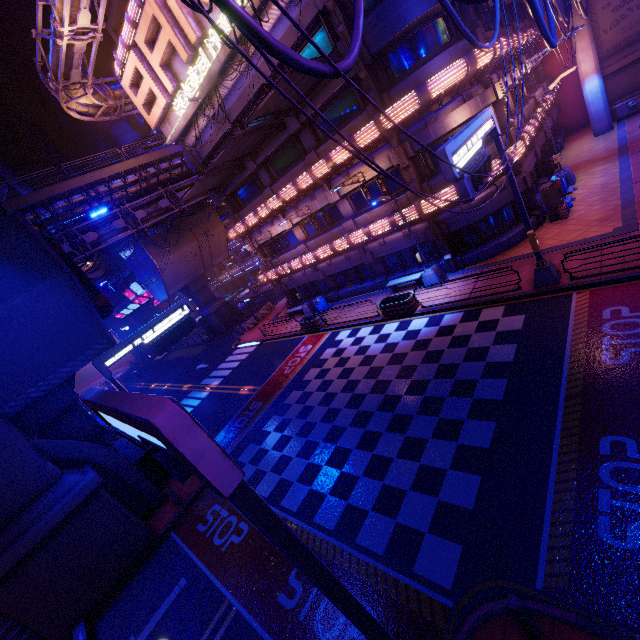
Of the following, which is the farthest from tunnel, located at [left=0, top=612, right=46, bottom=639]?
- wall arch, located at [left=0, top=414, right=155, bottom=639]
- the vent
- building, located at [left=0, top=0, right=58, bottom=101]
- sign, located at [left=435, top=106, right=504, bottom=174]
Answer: building, located at [left=0, top=0, right=58, bottom=101]

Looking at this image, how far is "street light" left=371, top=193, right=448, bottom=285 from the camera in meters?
17.0 m

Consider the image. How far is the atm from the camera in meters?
16.6 m

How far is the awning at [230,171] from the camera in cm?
1585

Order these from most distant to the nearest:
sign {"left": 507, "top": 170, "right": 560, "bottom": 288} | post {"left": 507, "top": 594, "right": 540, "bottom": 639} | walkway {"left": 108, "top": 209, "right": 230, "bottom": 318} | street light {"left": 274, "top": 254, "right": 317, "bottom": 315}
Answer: walkway {"left": 108, "top": 209, "right": 230, "bottom": 318}
street light {"left": 274, "top": 254, "right": 317, "bottom": 315}
sign {"left": 507, "top": 170, "right": 560, "bottom": 288}
post {"left": 507, "top": 594, "right": 540, "bottom": 639}

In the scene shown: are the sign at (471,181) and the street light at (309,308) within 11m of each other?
no

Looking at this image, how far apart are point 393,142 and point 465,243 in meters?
6.9 m

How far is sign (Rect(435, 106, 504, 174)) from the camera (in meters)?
8.35
